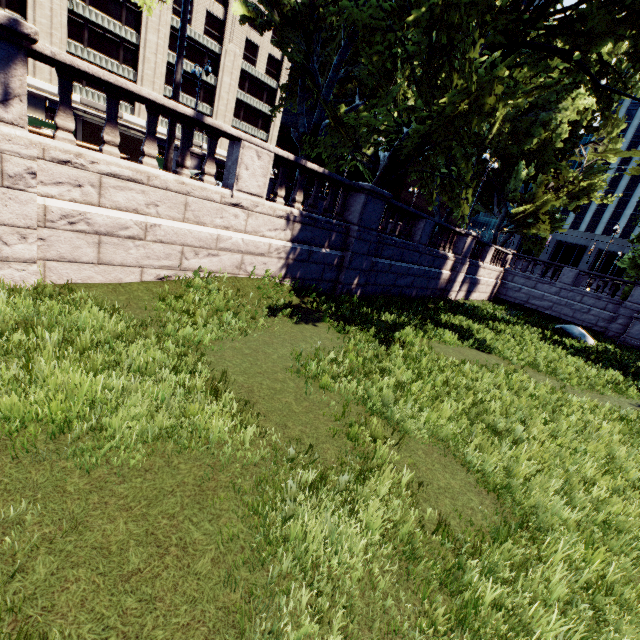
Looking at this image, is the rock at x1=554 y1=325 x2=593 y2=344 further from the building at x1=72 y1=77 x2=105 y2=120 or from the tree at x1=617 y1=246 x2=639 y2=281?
the building at x1=72 y1=77 x2=105 y2=120

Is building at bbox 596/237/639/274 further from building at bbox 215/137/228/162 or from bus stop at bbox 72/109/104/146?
bus stop at bbox 72/109/104/146

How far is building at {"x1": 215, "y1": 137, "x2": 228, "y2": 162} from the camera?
48.7m

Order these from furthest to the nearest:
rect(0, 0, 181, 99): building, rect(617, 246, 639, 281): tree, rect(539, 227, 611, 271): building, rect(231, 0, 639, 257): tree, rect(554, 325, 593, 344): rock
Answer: rect(539, 227, 611, 271): building → rect(0, 0, 181, 99): building → rect(617, 246, 639, 281): tree → rect(554, 325, 593, 344): rock → rect(231, 0, 639, 257): tree

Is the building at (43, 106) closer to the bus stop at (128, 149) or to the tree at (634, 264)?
the tree at (634, 264)

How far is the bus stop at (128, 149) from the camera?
17.9m

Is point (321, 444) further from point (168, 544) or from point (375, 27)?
point (375, 27)

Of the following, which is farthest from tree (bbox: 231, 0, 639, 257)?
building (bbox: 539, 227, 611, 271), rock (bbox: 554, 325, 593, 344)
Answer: building (bbox: 539, 227, 611, 271)
